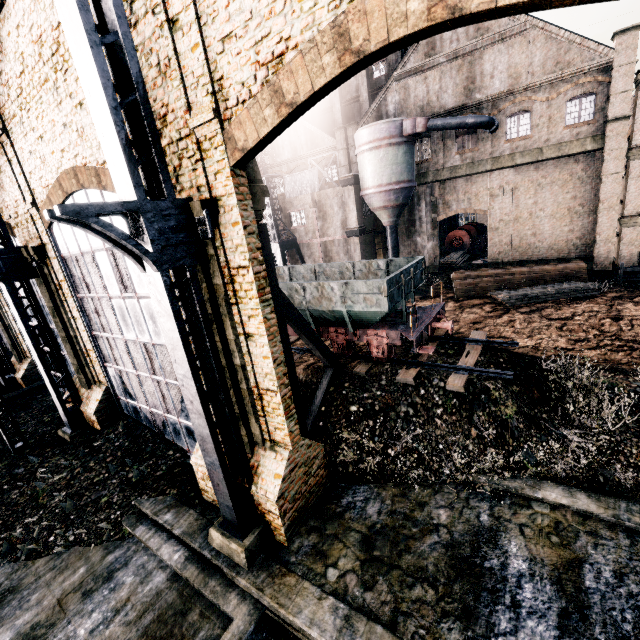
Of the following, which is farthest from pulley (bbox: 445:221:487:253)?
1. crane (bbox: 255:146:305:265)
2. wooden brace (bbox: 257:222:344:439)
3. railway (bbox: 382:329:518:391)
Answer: wooden brace (bbox: 257:222:344:439)

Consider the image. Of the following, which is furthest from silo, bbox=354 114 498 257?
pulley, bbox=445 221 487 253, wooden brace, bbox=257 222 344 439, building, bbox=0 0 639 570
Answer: wooden brace, bbox=257 222 344 439

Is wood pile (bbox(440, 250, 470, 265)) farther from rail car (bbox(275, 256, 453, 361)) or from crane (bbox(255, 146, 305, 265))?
rail car (bbox(275, 256, 453, 361))

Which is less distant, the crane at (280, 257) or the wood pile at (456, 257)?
the crane at (280, 257)

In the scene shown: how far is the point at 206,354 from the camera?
8.6 meters

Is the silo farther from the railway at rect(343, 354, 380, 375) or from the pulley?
the railway at rect(343, 354, 380, 375)

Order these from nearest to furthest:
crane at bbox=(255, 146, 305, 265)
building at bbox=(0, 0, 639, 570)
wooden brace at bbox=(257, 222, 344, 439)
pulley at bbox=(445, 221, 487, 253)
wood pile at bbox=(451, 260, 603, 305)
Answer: building at bbox=(0, 0, 639, 570) < wooden brace at bbox=(257, 222, 344, 439) < wood pile at bbox=(451, 260, 603, 305) < crane at bbox=(255, 146, 305, 265) < pulley at bbox=(445, 221, 487, 253)

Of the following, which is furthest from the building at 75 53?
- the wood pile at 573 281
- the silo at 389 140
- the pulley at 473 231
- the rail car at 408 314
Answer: the rail car at 408 314
